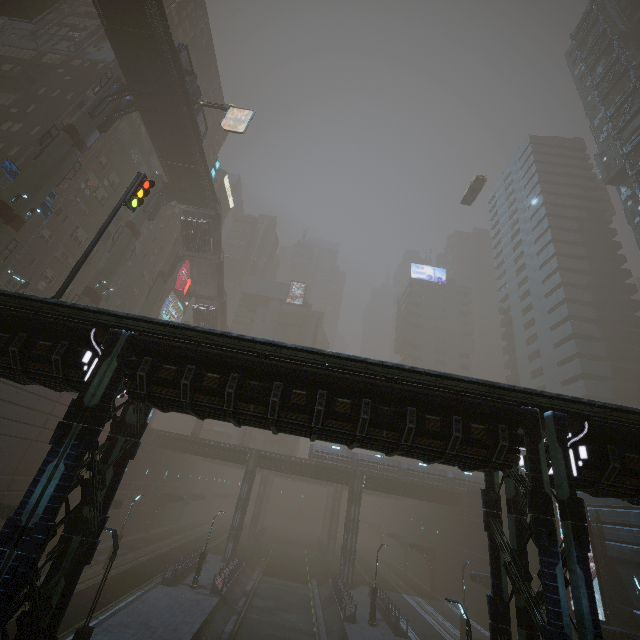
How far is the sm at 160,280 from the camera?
41.4 meters

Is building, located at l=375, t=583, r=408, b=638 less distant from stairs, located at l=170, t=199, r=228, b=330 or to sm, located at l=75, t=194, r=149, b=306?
sm, located at l=75, t=194, r=149, b=306

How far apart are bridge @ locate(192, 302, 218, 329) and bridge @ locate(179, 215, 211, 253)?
9.75m

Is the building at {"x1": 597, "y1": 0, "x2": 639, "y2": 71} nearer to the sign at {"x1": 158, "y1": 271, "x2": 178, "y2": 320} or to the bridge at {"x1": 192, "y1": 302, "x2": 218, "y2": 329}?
the sign at {"x1": 158, "y1": 271, "x2": 178, "y2": 320}

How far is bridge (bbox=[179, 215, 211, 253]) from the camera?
41.9m

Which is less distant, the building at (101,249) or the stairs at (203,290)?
the building at (101,249)

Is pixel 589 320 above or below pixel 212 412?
above

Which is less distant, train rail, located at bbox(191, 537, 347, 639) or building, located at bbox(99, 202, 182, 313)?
train rail, located at bbox(191, 537, 347, 639)
